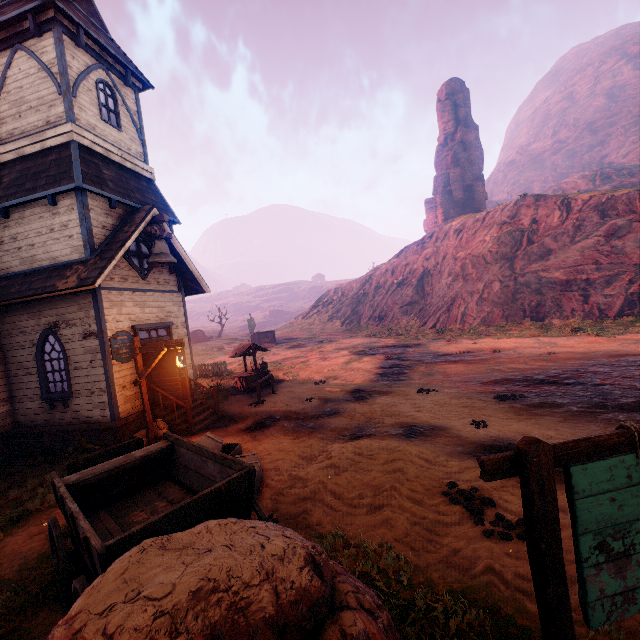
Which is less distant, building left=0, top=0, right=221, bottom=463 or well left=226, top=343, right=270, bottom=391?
building left=0, top=0, right=221, bottom=463

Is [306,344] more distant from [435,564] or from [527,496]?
[527,496]

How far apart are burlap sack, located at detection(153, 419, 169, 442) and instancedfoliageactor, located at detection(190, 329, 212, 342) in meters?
44.8

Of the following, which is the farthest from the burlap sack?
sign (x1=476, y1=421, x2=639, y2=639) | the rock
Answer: the rock

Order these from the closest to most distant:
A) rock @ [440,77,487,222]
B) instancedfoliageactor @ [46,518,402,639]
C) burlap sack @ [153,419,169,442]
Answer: instancedfoliageactor @ [46,518,402,639] → burlap sack @ [153,419,169,442] → rock @ [440,77,487,222]

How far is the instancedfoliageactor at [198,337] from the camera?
53.2 meters

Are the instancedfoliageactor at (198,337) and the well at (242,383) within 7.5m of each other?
no

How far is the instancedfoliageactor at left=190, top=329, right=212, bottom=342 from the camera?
53.25m
